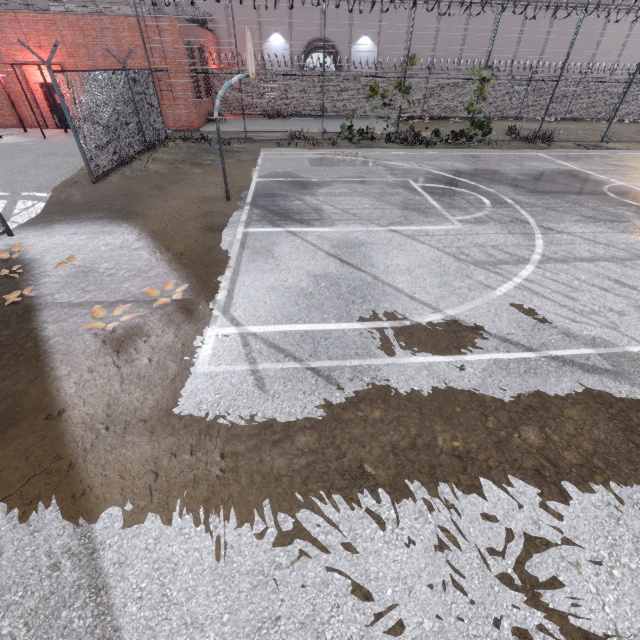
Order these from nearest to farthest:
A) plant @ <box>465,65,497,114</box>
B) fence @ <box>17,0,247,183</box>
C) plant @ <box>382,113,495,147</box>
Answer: fence @ <box>17,0,247,183</box>, plant @ <box>465,65,497,114</box>, plant @ <box>382,113,495,147</box>

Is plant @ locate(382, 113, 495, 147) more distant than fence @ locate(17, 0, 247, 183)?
Yes

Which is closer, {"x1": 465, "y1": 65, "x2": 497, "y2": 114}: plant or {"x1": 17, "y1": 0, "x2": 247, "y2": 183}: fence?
{"x1": 17, "y1": 0, "x2": 247, "y2": 183}: fence

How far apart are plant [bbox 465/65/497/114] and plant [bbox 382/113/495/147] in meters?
1.3 m

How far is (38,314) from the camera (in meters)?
4.98

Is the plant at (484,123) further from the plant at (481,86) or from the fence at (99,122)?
the plant at (481,86)

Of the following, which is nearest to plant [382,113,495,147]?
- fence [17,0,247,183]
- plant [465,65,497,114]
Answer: fence [17,0,247,183]

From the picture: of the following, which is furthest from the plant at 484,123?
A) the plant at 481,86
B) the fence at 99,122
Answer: the plant at 481,86
